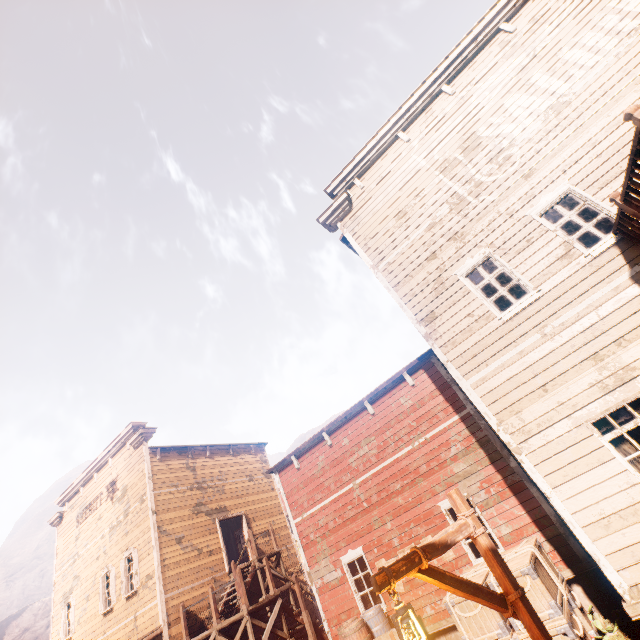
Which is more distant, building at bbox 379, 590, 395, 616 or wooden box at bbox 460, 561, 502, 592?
building at bbox 379, 590, 395, 616

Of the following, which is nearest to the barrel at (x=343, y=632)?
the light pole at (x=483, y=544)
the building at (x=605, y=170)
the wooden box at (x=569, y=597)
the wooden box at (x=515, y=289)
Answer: the building at (x=605, y=170)

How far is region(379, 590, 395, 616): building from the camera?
9.41m

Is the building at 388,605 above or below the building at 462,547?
below

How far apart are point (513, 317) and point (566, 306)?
0.9m

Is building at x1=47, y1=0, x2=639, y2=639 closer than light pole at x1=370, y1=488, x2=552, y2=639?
No

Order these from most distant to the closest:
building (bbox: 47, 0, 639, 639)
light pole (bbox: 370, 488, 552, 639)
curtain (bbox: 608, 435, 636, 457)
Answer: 1. building (bbox: 47, 0, 639, 639)
2. curtain (bbox: 608, 435, 636, 457)
3. light pole (bbox: 370, 488, 552, 639)

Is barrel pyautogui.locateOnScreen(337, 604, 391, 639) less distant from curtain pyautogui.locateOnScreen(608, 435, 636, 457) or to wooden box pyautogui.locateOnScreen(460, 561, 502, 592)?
wooden box pyautogui.locateOnScreen(460, 561, 502, 592)
